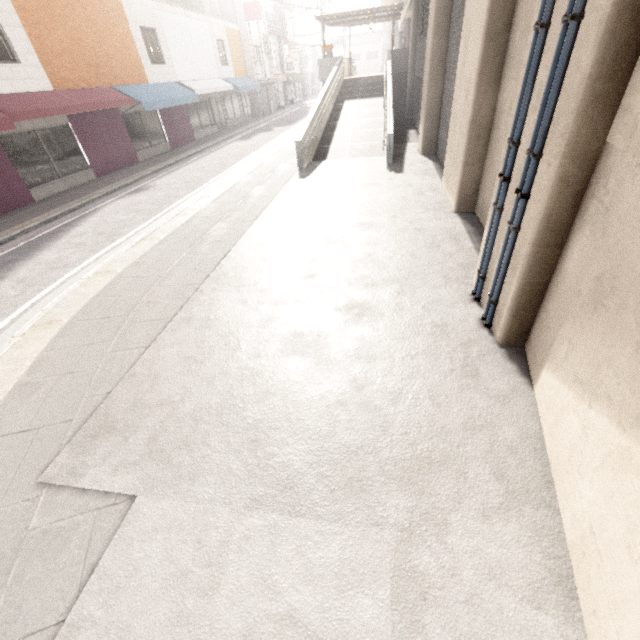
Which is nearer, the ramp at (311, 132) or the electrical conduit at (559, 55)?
the electrical conduit at (559, 55)

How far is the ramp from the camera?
11.2 meters

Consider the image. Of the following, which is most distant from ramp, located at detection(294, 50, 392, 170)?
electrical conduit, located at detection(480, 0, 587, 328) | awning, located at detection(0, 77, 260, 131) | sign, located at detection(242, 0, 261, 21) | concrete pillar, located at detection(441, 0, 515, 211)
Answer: sign, located at detection(242, 0, 261, 21)

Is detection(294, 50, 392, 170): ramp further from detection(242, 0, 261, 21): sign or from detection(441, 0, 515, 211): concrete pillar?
detection(242, 0, 261, 21): sign

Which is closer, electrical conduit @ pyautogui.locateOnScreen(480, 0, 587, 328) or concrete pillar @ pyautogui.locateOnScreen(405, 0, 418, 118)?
electrical conduit @ pyautogui.locateOnScreen(480, 0, 587, 328)

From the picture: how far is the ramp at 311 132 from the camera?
11.2 meters

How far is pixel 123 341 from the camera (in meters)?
4.27

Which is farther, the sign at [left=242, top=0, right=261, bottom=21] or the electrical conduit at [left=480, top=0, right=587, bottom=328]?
the sign at [left=242, top=0, right=261, bottom=21]
